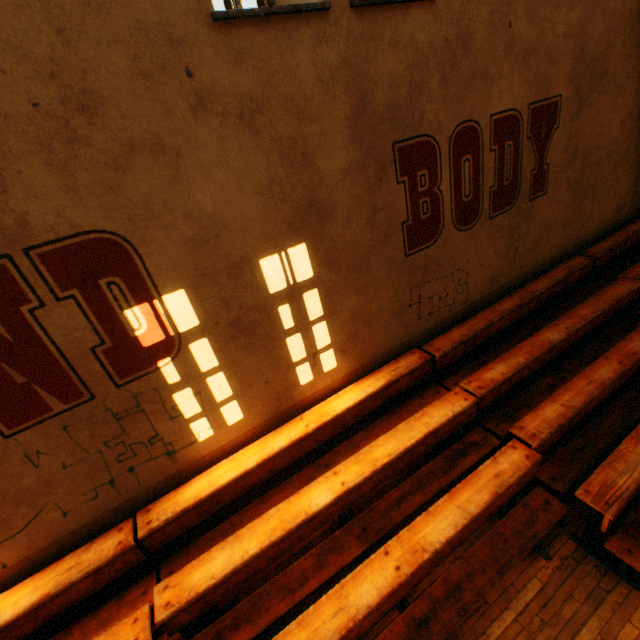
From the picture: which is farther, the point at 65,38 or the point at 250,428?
the point at 250,428
